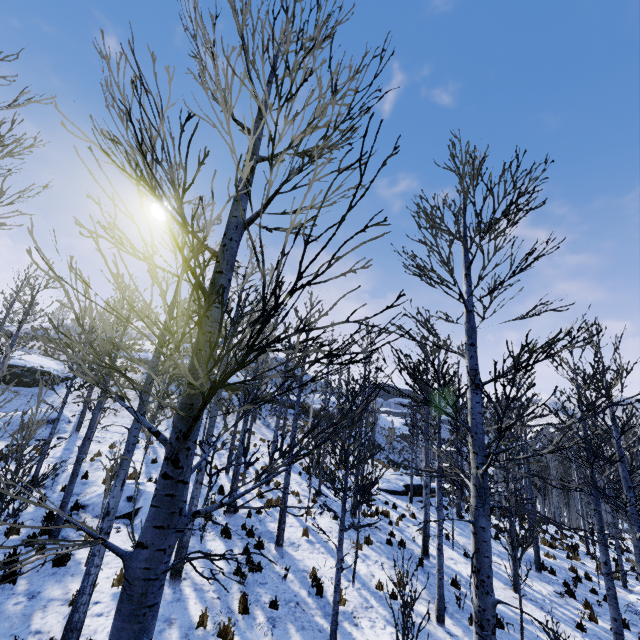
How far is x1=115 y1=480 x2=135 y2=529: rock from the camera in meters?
10.7

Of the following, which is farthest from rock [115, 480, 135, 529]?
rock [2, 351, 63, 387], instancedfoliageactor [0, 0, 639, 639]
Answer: instancedfoliageactor [0, 0, 639, 639]

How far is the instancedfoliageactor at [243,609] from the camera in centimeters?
761cm

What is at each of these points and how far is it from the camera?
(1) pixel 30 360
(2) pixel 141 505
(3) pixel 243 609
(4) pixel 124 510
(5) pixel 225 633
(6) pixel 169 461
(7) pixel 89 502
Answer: (1) rock, 24.97m
(2) rock, 10.89m
(3) instancedfoliageactor, 7.62m
(4) rock, 10.84m
(5) instancedfoliageactor, 6.74m
(6) instancedfoliageactor, 1.80m
(7) rock, 11.09m

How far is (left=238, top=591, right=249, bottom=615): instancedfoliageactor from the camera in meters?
7.6 m

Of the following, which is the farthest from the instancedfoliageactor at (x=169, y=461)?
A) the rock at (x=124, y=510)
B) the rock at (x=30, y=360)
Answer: the rock at (x=30, y=360)
